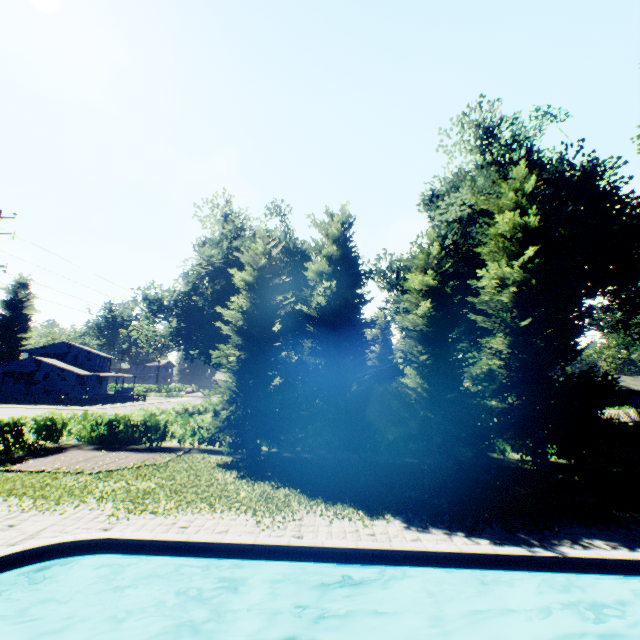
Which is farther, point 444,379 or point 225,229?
point 225,229

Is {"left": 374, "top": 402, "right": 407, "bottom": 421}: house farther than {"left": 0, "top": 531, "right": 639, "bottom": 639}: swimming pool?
Yes

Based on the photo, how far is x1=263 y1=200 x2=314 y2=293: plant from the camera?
35.2 meters

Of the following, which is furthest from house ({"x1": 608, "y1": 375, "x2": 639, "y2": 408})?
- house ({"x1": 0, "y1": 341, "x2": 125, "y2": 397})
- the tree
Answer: house ({"x1": 0, "y1": 341, "x2": 125, "y2": 397})

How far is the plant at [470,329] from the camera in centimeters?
2588cm

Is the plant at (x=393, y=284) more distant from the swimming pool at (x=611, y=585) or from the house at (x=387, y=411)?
Answer: the house at (x=387, y=411)

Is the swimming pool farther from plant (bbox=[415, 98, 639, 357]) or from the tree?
the tree

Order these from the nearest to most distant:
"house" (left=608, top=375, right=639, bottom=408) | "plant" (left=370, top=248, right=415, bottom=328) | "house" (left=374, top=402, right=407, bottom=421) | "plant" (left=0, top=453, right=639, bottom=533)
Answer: "plant" (left=0, top=453, right=639, bottom=533) < "house" (left=374, top=402, right=407, bottom=421) < "plant" (left=370, top=248, right=415, bottom=328) < "house" (left=608, top=375, right=639, bottom=408)
